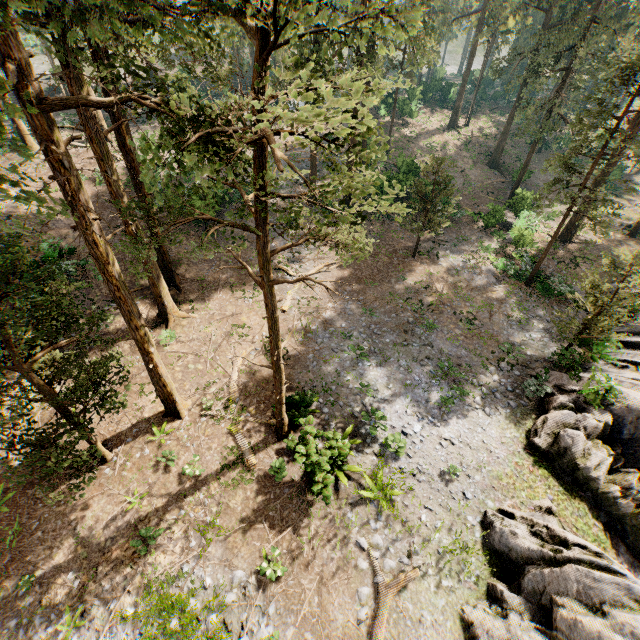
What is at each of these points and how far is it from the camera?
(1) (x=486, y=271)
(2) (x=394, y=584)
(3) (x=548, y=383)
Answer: (1) foliage, 24.72m
(2) foliage, 10.63m
(3) rock, 16.59m

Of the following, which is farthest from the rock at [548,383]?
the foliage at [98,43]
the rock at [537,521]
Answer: the foliage at [98,43]

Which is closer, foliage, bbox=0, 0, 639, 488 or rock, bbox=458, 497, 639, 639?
foliage, bbox=0, 0, 639, 488

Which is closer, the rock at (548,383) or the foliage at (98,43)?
the foliage at (98,43)

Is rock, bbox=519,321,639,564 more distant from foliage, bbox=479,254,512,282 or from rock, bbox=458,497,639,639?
foliage, bbox=479,254,512,282

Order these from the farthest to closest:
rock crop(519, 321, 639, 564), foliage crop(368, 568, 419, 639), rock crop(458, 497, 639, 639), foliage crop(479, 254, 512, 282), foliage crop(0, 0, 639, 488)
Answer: foliage crop(479, 254, 512, 282)
rock crop(519, 321, 639, 564)
foliage crop(368, 568, 419, 639)
rock crop(458, 497, 639, 639)
foliage crop(0, 0, 639, 488)

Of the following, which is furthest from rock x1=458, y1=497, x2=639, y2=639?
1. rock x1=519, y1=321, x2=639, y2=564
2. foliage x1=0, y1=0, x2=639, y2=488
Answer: foliage x1=0, y1=0, x2=639, y2=488
